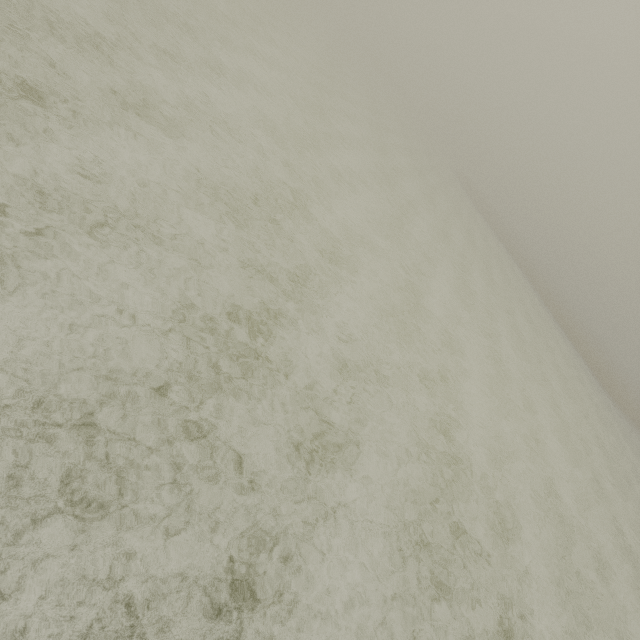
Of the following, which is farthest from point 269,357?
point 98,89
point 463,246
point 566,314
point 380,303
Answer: point 566,314
